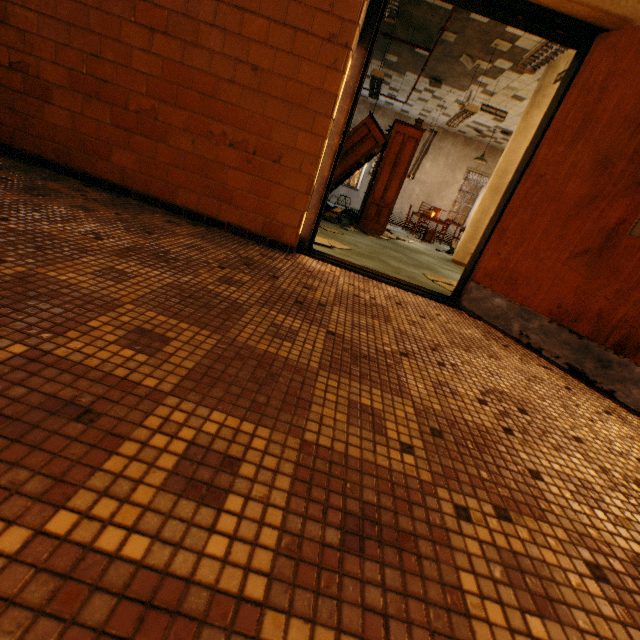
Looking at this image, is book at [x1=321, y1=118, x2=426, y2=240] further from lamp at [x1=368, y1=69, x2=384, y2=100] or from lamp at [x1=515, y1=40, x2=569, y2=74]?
lamp at [x1=515, y1=40, x2=569, y2=74]

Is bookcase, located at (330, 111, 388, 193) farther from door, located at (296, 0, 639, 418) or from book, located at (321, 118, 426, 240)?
door, located at (296, 0, 639, 418)

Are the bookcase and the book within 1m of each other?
yes

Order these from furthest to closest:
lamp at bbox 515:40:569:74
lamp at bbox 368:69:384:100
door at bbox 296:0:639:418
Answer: lamp at bbox 368:69:384:100, lamp at bbox 515:40:569:74, door at bbox 296:0:639:418

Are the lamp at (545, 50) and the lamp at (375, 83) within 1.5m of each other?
no

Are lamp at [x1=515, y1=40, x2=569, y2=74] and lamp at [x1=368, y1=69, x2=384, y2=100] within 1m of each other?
no

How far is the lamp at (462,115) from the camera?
6.38m

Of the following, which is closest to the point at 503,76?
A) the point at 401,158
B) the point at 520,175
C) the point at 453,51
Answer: the point at 453,51
